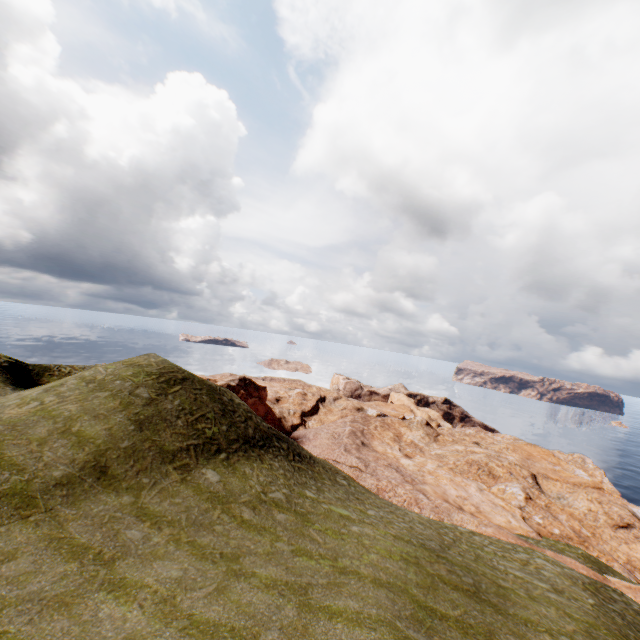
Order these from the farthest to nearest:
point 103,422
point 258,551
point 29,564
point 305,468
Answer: point 305,468 → point 103,422 → point 258,551 → point 29,564
